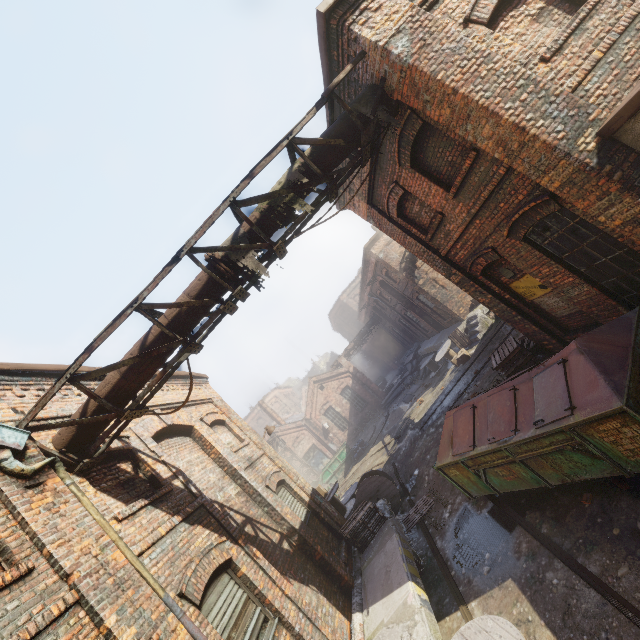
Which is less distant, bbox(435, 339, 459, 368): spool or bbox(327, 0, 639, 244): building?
bbox(327, 0, 639, 244): building

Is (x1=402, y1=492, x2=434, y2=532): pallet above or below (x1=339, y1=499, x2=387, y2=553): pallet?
below

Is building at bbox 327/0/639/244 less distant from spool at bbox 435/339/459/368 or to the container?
spool at bbox 435/339/459/368

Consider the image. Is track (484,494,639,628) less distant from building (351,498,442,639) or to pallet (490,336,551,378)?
building (351,498,442,639)

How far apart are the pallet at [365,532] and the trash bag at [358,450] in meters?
14.5

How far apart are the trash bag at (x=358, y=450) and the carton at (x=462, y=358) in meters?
10.2 m

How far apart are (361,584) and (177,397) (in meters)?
6.73

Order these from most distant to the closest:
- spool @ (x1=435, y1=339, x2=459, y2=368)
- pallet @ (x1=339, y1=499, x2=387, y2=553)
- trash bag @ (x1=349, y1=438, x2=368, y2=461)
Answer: trash bag @ (x1=349, y1=438, x2=368, y2=461), spool @ (x1=435, y1=339, x2=459, y2=368), pallet @ (x1=339, y1=499, x2=387, y2=553)
